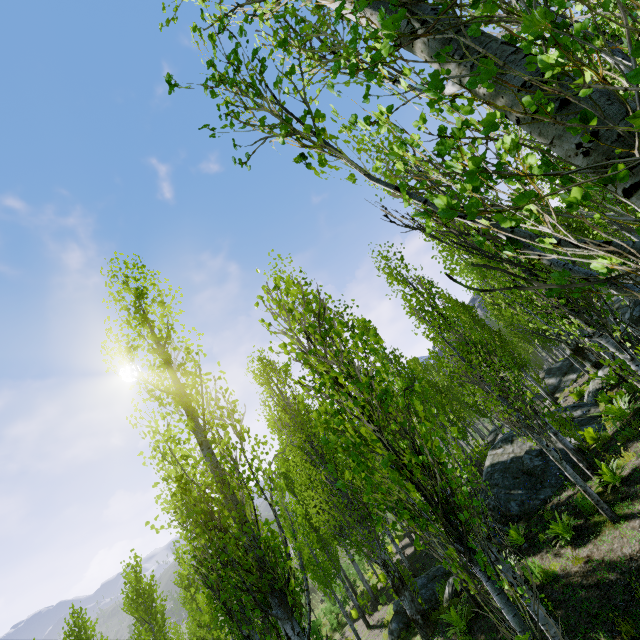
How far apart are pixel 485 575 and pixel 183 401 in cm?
581

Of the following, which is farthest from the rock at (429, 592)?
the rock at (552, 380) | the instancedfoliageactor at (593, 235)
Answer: the rock at (552, 380)

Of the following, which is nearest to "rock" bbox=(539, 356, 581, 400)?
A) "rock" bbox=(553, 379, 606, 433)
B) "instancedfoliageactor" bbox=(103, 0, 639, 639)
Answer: "instancedfoliageactor" bbox=(103, 0, 639, 639)

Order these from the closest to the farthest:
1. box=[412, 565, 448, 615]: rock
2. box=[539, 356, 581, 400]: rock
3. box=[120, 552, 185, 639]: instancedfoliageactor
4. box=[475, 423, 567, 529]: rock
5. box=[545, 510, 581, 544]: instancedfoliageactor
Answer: box=[545, 510, 581, 544]: instancedfoliageactor < box=[475, 423, 567, 529]: rock < box=[412, 565, 448, 615]: rock < box=[120, 552, 185, 639]: instancedfoliageactor < box=[539, 356, 581, 400]: rock

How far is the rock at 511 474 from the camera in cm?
1091

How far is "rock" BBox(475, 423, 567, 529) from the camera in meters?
10.9

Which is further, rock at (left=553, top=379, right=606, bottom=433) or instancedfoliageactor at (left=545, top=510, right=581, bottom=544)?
rock at (left=553, top=379, right=606, bottom=433)
